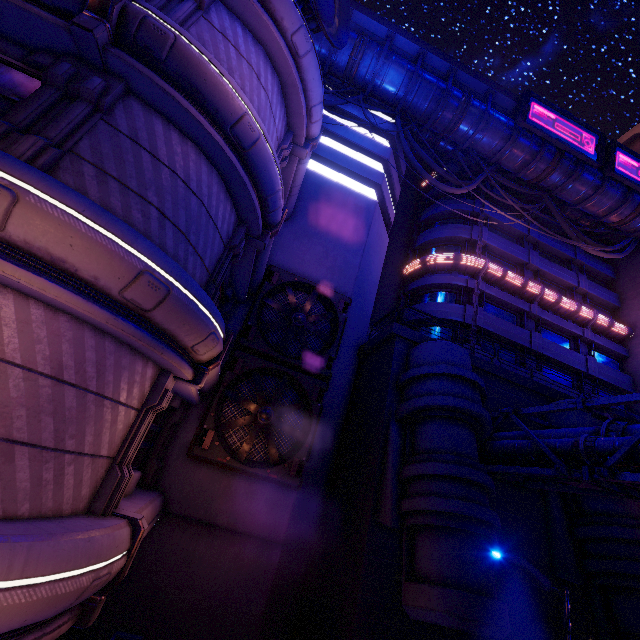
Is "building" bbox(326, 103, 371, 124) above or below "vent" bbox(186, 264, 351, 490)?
above

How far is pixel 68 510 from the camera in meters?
5.7

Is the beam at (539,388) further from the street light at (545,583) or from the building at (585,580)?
the street light at (545,583)

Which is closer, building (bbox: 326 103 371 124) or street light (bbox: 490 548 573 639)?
street light (bbox: 490 548 573 639)

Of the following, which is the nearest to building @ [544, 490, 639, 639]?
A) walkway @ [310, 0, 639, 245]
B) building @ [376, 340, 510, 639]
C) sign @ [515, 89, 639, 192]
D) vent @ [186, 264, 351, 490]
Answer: building @ [376, 340, 510, 639]

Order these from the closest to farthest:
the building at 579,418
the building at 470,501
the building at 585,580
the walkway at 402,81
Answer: the building at 470,501 → the building at 585,580 → the building at 579,418 → the walkway at 402,81

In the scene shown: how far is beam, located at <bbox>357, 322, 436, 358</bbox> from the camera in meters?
14.1 m

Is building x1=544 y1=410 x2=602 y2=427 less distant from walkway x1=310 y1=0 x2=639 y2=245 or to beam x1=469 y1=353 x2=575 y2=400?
beam x1=469 y1=353 x2=575 y2=400
